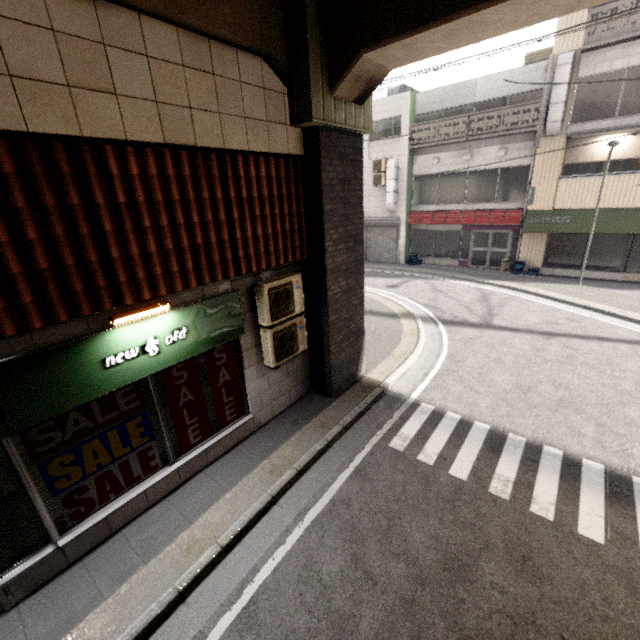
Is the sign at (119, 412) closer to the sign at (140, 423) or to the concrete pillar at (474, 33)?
the sign at (140, 423)

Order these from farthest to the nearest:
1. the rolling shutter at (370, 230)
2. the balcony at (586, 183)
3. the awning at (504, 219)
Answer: the rolling shutter at (370, 230) → the awning at (504, 219) → the balcony at (586, 183)

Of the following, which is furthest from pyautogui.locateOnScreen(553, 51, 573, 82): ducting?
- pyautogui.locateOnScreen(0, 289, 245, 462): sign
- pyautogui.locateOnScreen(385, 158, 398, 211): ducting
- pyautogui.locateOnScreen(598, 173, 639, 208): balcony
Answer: pyautogui.locateOnScreen(0, 289, 245, 462): sign

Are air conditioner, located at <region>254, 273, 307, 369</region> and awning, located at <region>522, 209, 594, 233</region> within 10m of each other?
no

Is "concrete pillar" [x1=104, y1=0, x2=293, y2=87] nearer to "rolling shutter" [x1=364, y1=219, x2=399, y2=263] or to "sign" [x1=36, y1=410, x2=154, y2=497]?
"sign" [x1=36, y1=410, x2=154, y2=497]

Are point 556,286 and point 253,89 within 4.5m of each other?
no

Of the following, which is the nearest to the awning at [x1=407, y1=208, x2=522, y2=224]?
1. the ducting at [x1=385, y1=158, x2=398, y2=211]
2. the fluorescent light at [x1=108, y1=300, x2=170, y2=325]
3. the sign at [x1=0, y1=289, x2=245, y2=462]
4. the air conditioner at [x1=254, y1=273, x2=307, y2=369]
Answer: the ducting at [x1=385, y1=158, x2=398, y2=211]

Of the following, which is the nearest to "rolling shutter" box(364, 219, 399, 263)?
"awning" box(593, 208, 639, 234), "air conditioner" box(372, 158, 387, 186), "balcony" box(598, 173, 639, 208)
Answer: "air conditioner" box(372, 158, 387, 186)
